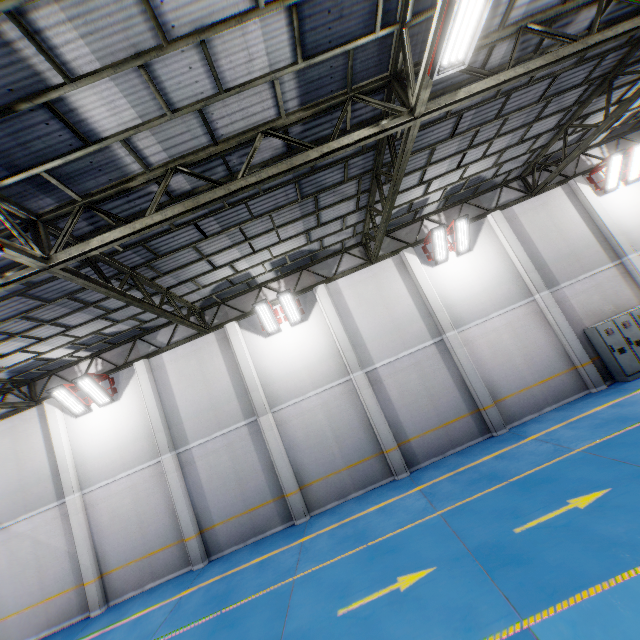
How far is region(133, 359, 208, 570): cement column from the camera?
11.59m

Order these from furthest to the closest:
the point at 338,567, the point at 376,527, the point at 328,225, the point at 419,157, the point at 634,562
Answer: the point at 328,225 → the point at 419,157 → the point at 376,527 → the point at 338,567 → the point at 634,562

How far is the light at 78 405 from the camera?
12.1m

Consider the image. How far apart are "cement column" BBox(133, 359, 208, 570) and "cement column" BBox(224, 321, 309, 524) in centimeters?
332cm

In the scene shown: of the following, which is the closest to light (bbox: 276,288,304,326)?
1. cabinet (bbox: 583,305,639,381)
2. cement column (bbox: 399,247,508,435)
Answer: cement column (bbox: 399,247,508,435)

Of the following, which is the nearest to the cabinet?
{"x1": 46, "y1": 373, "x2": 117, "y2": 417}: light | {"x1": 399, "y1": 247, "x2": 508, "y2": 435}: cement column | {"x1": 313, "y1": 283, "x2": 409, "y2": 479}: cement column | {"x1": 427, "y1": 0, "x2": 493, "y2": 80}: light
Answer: {"x1": 399, "y1": 247, "x2": 508, "y2": 435}: cement column

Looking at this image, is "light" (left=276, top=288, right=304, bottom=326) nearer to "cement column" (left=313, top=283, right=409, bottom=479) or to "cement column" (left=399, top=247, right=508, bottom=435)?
"cement column" (left=313, top=283, right=409, bottom=479)

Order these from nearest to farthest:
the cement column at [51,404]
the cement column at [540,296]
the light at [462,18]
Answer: the light at [462,18]
the cement column at [51,404]
the cement column at [540,296]
